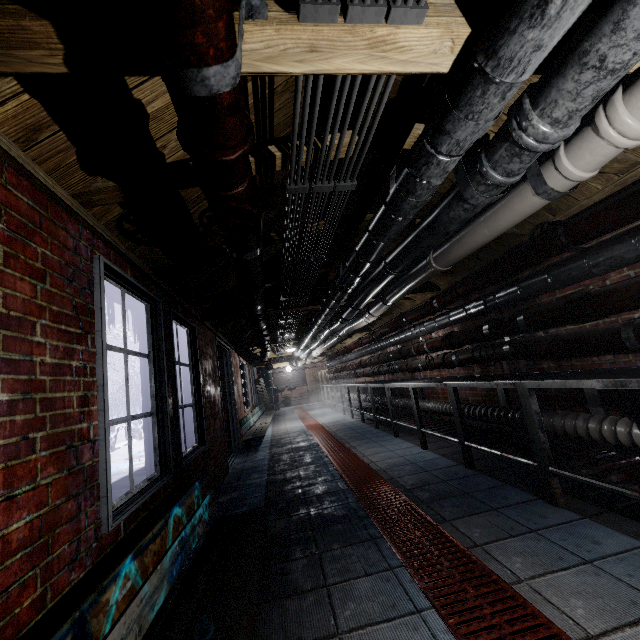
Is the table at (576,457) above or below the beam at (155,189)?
below

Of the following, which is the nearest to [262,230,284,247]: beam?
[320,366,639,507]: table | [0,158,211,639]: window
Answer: [0,158,211,639]: window

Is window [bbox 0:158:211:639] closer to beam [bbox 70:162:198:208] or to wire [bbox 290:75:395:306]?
beam [bbox 70:162:198:208]

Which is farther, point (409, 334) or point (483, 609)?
point (409, 334)

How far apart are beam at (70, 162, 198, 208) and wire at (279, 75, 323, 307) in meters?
0.2 m

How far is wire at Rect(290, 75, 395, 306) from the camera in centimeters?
108cm

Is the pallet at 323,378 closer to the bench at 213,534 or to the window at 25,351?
the window at 25,351
